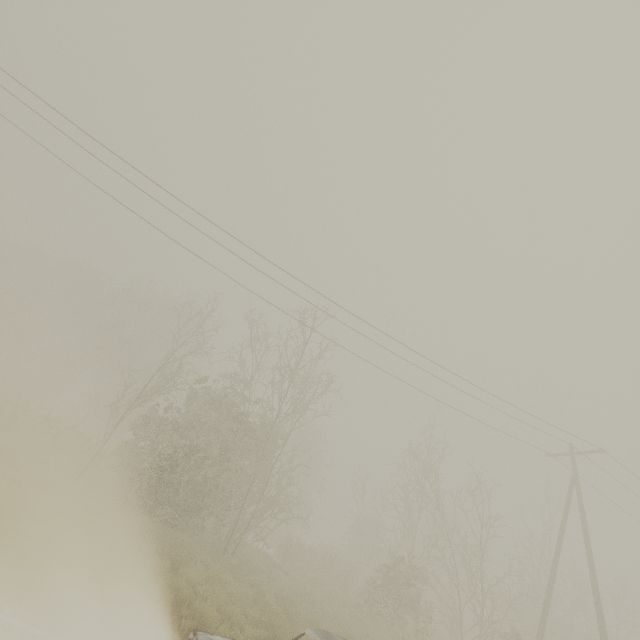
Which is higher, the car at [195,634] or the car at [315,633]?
the car at [315,633]

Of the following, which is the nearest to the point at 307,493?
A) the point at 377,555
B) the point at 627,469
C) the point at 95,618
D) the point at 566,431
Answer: the point at 377,555

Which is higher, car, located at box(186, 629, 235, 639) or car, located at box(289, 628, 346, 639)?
car, located at box(289, 628, 346, 639)
